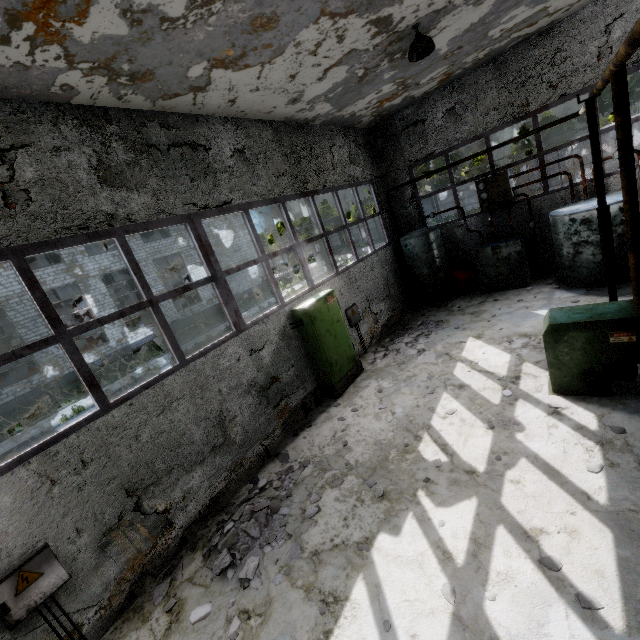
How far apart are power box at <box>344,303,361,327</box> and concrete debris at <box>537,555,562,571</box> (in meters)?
6.79

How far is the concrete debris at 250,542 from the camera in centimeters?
453cm

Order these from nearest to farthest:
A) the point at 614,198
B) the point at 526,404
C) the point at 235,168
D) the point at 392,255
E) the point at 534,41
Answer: the point at 526,404 < the point at 235,168 < the point at 614,198 < the point at 534,41 < the point at 392,255

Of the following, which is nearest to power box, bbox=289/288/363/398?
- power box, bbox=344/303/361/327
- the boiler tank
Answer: power box, bbox=344/303/361/327

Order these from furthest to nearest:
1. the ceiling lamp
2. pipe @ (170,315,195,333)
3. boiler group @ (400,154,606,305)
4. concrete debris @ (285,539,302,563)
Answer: pipe @ (170,315,195,333)
boiler group @ (400,154,606,305)
the ceiling lamp
concrete debris @ (285,539,302,563)

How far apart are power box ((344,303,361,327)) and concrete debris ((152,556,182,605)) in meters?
6.5 m

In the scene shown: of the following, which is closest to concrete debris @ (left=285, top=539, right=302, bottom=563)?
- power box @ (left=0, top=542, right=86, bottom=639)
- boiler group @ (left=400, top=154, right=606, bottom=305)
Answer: power box @ (left=0, top=542, right=86, bottom=639)

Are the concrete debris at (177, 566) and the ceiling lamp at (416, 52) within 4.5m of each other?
no
